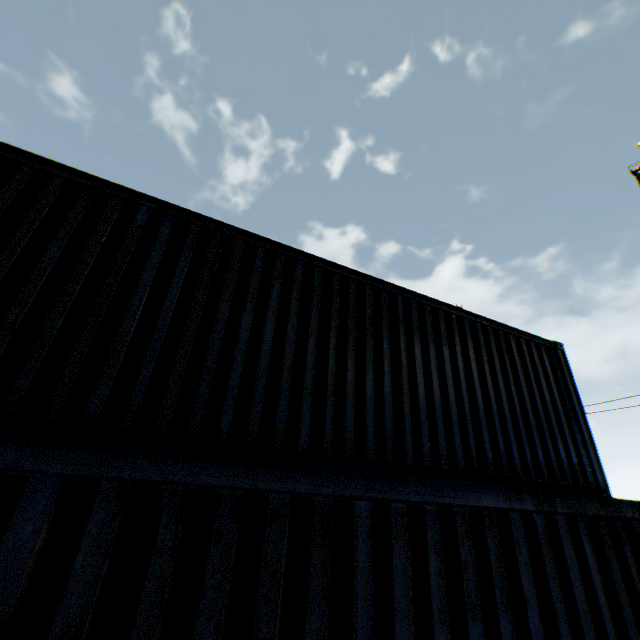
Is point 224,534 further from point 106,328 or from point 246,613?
point 106,328
